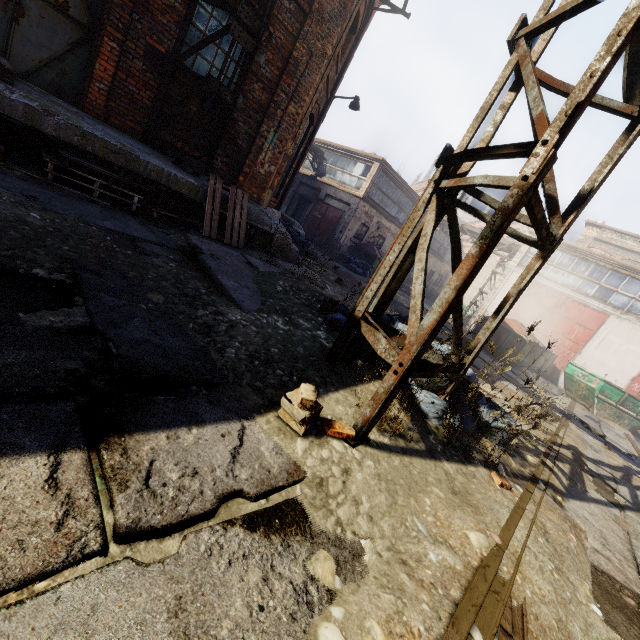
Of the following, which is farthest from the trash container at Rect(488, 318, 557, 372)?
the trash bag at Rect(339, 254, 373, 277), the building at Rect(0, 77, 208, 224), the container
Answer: the building at Rect(0, 77, 208, 224)

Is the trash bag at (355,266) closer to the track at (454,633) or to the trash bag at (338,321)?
the track at (454,633)

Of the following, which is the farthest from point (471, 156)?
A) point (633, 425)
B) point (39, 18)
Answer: point (633, 425)

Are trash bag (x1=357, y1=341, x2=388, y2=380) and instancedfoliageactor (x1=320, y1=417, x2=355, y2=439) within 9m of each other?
yes

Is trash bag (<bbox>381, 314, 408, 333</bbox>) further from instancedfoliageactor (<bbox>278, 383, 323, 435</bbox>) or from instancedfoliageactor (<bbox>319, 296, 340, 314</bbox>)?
instancedfoliageactor (<bbox>278, 383, 323, 435</bbox>)

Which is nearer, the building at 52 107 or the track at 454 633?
the track at 454 633

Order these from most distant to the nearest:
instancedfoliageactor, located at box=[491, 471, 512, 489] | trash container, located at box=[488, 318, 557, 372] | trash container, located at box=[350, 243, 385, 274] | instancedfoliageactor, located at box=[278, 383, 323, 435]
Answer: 1. trash container, located at box=[350, 243, 385, 274]
2. trash container, located at box=[488, 318, 557, 372]
3. instancedfoliageactor, located at box=[491, 471, 512, 489]
4. instancedfoliageactor, located at box=[278, 383, 323, 435]

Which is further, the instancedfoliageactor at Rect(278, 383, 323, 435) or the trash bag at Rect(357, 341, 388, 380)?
the trash bag at Rect(357, 341, 388, 380)
